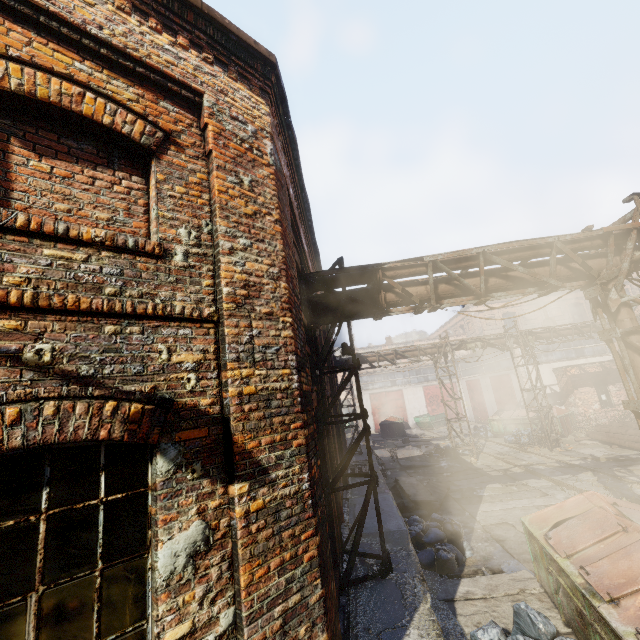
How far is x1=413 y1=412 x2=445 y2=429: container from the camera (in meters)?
31.11

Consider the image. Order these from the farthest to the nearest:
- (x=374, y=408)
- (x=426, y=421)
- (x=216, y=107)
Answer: (x=374, y=408) < (x=426, y=421) < (x=216, y=107)

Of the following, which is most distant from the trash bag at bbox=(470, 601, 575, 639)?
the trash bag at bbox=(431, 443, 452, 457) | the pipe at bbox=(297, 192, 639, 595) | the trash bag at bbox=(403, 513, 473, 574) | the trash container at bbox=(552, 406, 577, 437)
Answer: the trash container at bbox=(552, 406, 577, 437)

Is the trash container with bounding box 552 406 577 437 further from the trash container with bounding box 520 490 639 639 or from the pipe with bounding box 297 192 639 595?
the trash container with bounding box 520 490 639 639

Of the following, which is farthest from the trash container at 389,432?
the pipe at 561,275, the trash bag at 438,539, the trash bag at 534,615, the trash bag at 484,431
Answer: the trash bag at 534,615

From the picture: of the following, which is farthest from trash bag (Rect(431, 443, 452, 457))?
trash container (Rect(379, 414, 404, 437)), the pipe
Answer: trash container (Rect(379, 414, 404, 437))

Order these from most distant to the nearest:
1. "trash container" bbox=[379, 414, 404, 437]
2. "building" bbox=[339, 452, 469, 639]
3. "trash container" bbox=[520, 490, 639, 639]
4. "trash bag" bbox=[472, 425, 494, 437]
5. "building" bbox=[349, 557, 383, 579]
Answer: "trash container" bbox=[379, 414, 404, 437] → "trash bag" bbox=[472, 425, 494, 437] → "building" bbox=[349, 557, 383, 579] → "building" bbox=[339, 452, 469, 639] → "trash container" bbox=[520, 490, 639, 639]

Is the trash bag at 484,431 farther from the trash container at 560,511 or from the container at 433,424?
the trash container at 560,511
